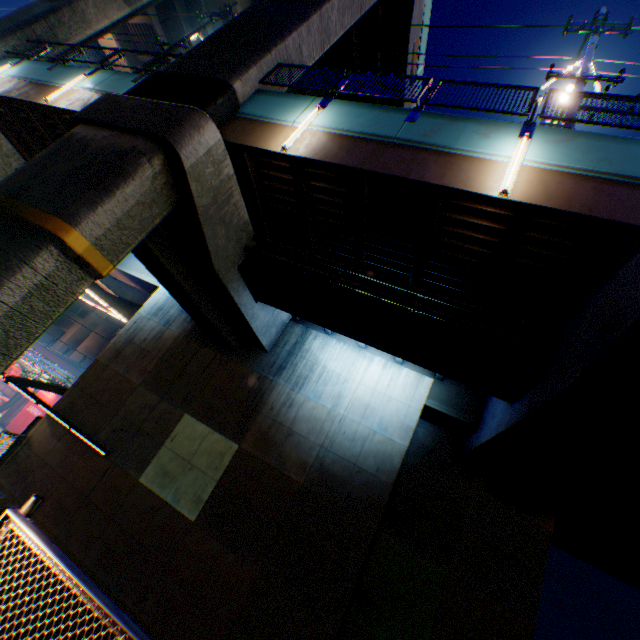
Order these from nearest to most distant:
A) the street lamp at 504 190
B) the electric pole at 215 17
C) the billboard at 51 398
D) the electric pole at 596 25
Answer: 1. the street lamp at 504 190
2. the electric pole at 596 25
3. the electric pole at 215 17
4. the billboard at 51 398

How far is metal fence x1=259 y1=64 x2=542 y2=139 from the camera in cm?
736

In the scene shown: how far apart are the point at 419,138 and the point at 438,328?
4.7m

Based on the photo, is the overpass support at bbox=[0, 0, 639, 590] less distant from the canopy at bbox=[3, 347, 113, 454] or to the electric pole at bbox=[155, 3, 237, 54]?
the electric pole at bbox=[155, 3, 237, 54]

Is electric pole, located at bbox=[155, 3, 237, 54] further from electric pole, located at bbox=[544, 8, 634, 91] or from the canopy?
electric pole, located at bbox=[544, 8, 634, 91]

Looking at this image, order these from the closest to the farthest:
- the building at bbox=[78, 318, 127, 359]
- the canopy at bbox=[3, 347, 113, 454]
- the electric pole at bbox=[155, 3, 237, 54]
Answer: the canopy at bbox=[3, 347, 113, 454]
the electric pole at bbox=[155, 3, 237, 54]
the building at bbox=[78, 318, 127, 359]

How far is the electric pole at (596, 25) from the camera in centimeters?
862cm
